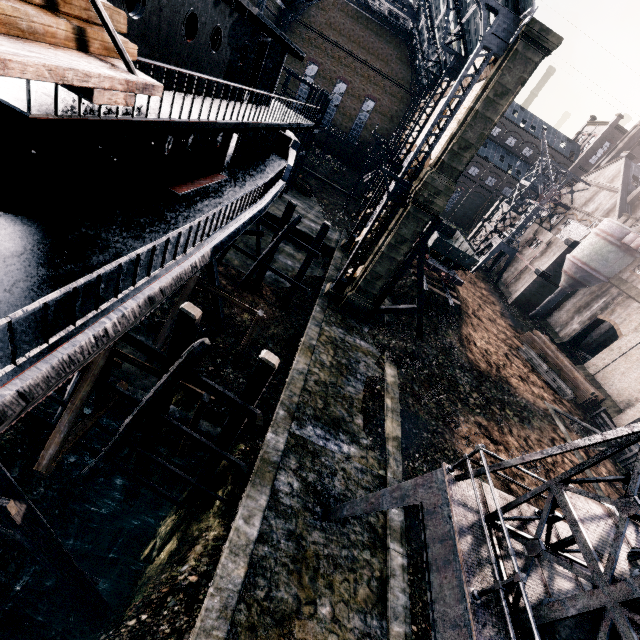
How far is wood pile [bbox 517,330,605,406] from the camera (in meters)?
29.41

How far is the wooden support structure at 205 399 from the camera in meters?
11.7 m

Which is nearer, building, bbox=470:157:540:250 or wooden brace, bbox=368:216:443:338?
wooden brace, bbox=368:216:443:338

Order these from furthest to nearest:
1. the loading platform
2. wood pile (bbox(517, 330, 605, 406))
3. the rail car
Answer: the rail car
wood pile (bbox(517, 330, 605, 406))
the loading platform

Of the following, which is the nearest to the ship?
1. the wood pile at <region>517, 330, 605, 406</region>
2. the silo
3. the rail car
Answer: the rail car

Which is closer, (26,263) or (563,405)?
(26,263)

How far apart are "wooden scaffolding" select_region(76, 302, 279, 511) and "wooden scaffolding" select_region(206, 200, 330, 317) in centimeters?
1319cm

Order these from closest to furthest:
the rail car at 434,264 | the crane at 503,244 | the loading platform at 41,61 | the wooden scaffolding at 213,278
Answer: the loading platform at 41,61, the wooden scaffolding at 213,278, the rail car at 434,264, the crane at 503,244
